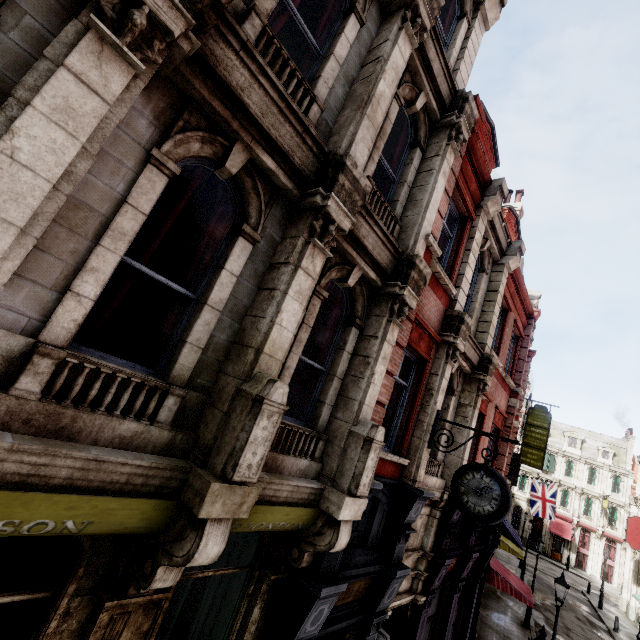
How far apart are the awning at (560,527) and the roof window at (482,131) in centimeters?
5036cm

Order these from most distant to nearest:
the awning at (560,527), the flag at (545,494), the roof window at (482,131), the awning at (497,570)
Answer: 1. the awning at (560,527)
2. the flag at (545,494)
3. the awning at (497,570)
4. the roof window at (482,131)

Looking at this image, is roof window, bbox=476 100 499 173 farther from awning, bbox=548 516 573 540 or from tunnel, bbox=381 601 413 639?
awning, bbox=548 516 573 540

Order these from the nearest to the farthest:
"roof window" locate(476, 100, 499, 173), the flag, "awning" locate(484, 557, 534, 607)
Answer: "roof window" locate(476, 100, 499, 173) → "awning" locate(484, 557, 534, 607) → the flag

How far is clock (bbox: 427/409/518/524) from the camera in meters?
5.7 m

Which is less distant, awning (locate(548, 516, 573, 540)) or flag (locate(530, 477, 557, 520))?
flag (locate(530, 477, 557, 520))

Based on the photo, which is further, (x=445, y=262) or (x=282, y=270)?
(x=445, y=262)

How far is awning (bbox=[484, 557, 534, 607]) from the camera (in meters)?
12.56
